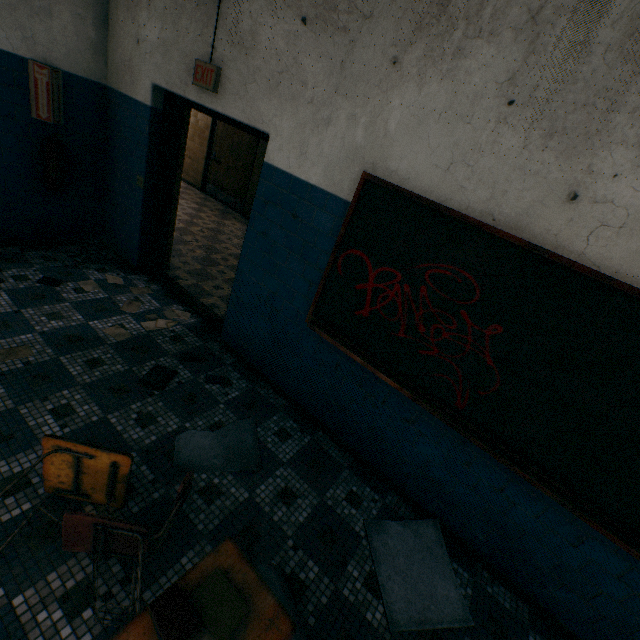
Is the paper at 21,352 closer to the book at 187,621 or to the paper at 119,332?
the paper at 119,332

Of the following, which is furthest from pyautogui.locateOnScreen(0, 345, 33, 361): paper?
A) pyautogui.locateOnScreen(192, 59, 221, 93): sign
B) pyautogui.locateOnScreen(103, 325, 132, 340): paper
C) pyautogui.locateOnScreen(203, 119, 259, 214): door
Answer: pyautogui.locateOnScreen(203, 119, 259, 214): door

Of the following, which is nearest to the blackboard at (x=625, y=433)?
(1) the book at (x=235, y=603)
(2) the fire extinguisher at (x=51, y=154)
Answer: (1) the book at (x=235, y=603)

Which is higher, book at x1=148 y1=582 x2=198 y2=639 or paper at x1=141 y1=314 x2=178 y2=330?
book at x1=148 y1=582 x2=198 y2=639

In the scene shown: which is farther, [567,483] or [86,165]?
[86,165]

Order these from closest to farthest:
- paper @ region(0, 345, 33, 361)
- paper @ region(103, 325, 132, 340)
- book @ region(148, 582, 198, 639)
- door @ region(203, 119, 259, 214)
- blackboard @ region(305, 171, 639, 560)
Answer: book @ region(148, 582, 198, 639) < blackboard @ region(305, 171, 639, 560) < paper @ region(0, 345, 33, 361) < paper @ region(103, 325, 132, 340) < door @ region(203, 119, 259, 214)

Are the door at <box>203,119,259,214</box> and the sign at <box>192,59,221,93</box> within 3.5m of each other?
no

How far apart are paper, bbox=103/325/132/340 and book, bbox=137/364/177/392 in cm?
49
